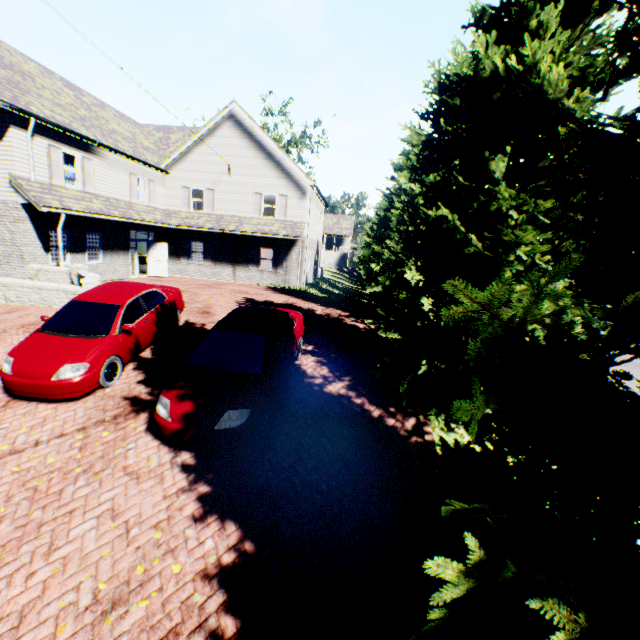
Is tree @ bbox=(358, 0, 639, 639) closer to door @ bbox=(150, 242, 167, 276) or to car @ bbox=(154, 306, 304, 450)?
car @ bbox=(154, 306, 304, 450)

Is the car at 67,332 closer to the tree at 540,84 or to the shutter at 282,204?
the tree at 540,84

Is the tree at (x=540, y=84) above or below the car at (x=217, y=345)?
above

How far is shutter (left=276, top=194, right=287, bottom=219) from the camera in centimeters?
2120cm

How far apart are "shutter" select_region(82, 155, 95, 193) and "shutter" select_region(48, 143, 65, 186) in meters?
1.0 m

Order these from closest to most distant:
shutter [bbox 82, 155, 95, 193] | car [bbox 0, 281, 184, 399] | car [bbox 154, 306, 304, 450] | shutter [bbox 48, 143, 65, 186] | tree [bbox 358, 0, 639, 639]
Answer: tree [bbox 358, 0, 639, 639] → car [bbox 154, 306, 304, 450] → car [bbox 0, 281, 184, 399] → shutter [bbox 48, 143, 65, 186] → shutter [bbox 82, 155, 95, 193]

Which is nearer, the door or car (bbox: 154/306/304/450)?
car (bbox: 154/306/304/450)

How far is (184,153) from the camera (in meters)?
21.33
